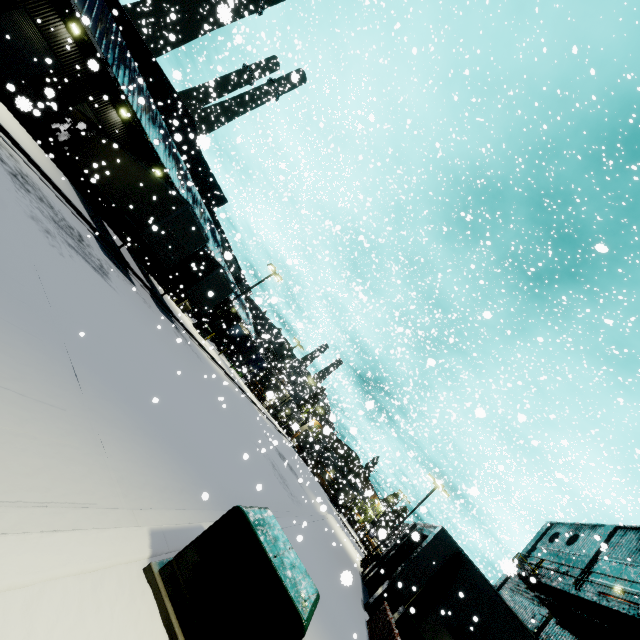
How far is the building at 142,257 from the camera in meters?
31.7 m

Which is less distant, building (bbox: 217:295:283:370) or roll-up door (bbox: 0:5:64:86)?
roll-up door (bbox: 0:5:64:86)

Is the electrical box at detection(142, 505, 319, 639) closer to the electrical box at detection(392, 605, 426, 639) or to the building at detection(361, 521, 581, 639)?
the building at detection(361, 521, 581, 639)

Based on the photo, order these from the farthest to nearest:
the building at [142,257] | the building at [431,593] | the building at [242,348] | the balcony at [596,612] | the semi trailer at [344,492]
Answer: the building at [242,348]
the semi trailer at [344,492]
the building at [142,257]
the building at [431,593]
the balcony at [596,612]

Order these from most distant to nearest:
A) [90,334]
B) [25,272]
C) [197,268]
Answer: [197,268]
[90,334]
[25,272]

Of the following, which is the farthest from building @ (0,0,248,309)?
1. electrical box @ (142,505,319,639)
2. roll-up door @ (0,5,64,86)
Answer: electrical box @ (142,505,319,639)
